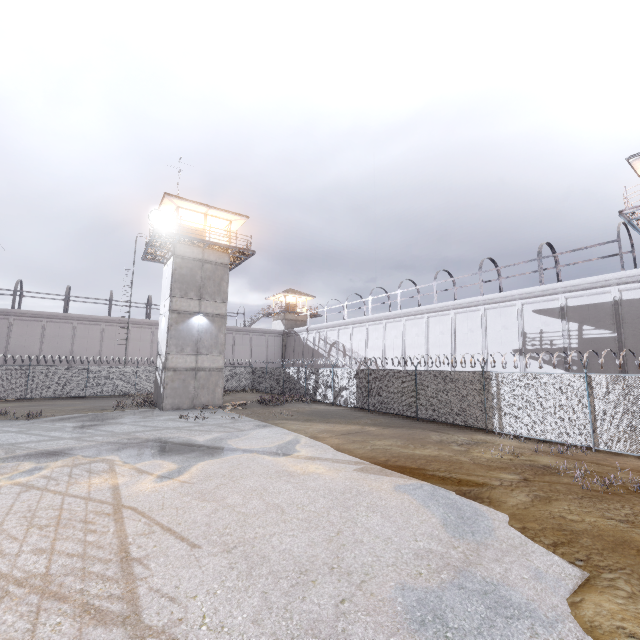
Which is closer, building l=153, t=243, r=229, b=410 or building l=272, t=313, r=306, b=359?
building l=153, t=243, r=229, b=410

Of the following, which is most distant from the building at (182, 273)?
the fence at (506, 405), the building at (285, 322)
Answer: the building at (285, 322)

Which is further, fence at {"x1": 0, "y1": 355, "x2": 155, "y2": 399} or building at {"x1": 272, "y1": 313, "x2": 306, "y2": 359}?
building at {"x1": 272, "y1": 313, "x2": 306, "y2": 359}

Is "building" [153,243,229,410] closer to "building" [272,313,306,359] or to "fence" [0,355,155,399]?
"fence" [0,355,155,399]

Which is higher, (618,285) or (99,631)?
(618,285)

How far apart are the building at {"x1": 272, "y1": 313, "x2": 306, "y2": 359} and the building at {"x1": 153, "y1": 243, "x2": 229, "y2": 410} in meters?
23.6
